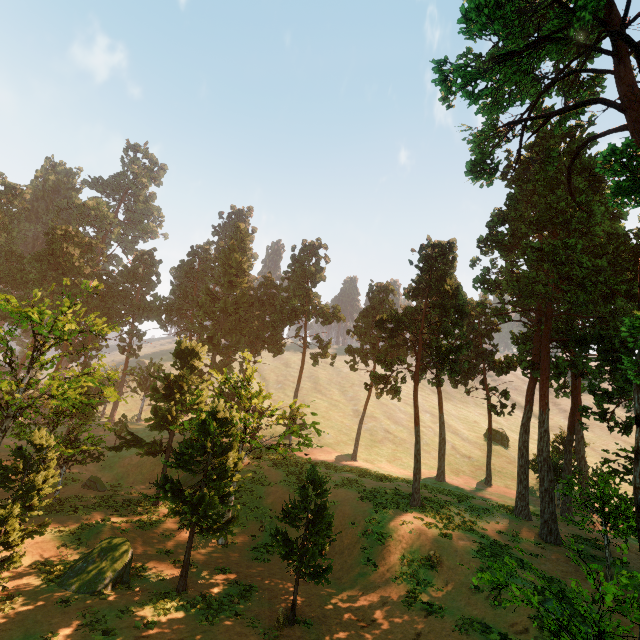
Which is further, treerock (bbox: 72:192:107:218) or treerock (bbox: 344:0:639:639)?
treerock (bbox: 72:192:107:218)

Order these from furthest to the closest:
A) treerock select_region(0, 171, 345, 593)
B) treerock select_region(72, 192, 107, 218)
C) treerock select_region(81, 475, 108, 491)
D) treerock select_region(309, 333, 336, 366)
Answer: treerock select_region(72, 192, 107, 218) → treerock select_region(309, 333, 336, 366) → treerock select_region(81, 475, 108, 491) → treerock select_region(0, 171, 345, 593)

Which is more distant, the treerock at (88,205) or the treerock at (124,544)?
the treerock at (88,205)

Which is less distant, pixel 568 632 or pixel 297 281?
pixel 568 632

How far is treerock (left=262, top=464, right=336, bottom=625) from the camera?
13.88m
